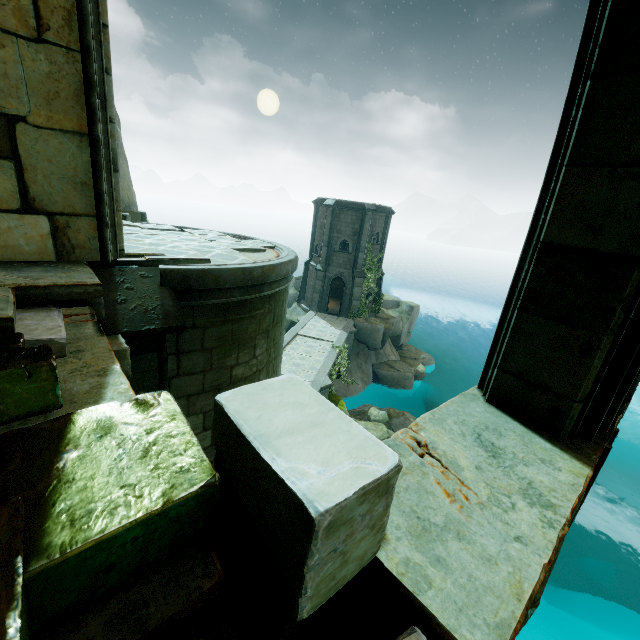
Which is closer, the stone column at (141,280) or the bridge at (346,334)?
the stone column at (141,280)

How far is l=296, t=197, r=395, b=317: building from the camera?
26.8m

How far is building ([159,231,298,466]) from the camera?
4.5 meters

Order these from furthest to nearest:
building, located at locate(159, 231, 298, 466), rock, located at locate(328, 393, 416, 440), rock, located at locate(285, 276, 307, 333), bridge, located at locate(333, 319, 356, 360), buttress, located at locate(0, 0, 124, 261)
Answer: rock, located at locate(285, 276, 307, 333) < bridge, located at locate(333, 319, 356, 360) < rock, located at locate(328, 393, 416, 440) < building, located at locate(159, 231, 298, 466) < buttress, located at locate(0, 0, 124, 261)

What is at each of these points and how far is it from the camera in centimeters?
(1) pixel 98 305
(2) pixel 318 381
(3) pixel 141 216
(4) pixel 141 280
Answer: (1) brick, 340cm
(2) bridge, 1742cm
(3) brick, 1261cm
(4) stone column, 408cm

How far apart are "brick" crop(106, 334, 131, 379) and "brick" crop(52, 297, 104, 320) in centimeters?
19cm

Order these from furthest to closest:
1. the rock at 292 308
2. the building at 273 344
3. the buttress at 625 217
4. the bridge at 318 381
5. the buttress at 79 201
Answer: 1. the rock at 292 308
2. the bridge at 318 381
3. the building at 273 344
4. the buttress at 79 201
5. the buttress at 625 217

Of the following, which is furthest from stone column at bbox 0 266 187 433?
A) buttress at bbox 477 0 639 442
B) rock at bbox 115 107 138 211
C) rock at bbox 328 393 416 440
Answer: rock at bbox 328 393 416 440
